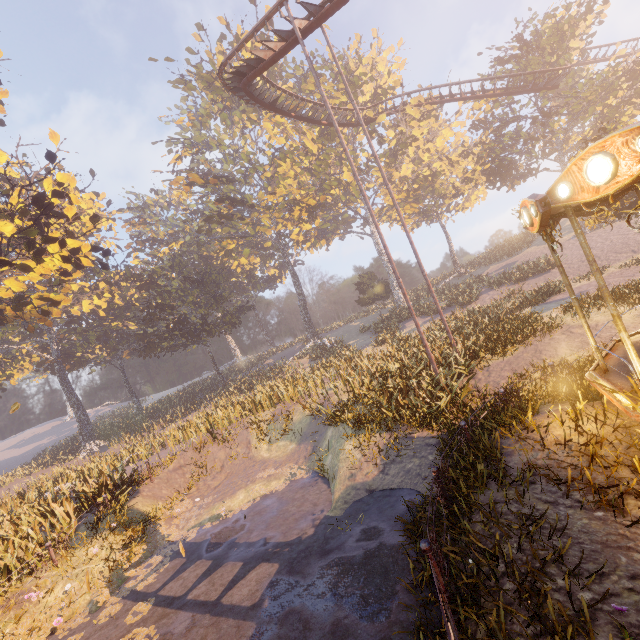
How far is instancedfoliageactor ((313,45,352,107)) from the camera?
33.4 meters

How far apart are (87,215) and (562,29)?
57.79m

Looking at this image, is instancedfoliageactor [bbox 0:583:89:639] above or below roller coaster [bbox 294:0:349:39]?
below

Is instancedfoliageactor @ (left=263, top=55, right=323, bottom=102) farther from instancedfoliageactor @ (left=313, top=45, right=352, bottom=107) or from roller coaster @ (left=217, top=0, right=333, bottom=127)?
instancedfoliageactor @ (left=313, top=45, right=352, bottom=107)

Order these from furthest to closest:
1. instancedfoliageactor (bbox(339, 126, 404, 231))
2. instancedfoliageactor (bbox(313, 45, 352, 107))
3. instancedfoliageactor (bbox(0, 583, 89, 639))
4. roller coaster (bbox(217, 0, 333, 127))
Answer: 1. instancedfoliageactor (bbox(339, 126, 404, 231))
2. instancedfoliageactor (bbox(313, 45, 352, 107))
3. roller coaster (bbox(217, 0, 333, 127))
4. instancedfoliageactor (bbox(0, 583, 89, 639))

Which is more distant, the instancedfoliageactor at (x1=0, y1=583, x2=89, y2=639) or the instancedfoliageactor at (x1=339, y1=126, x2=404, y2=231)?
the instancedfoliageactor at (x1=339, y1=126, x2=404, y2=231)

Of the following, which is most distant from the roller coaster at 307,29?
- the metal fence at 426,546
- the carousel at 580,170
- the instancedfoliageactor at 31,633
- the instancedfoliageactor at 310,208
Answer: the instancedfoliageactor at 31,633

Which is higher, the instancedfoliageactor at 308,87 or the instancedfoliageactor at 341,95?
the instancedfoliageactor at 308,87
